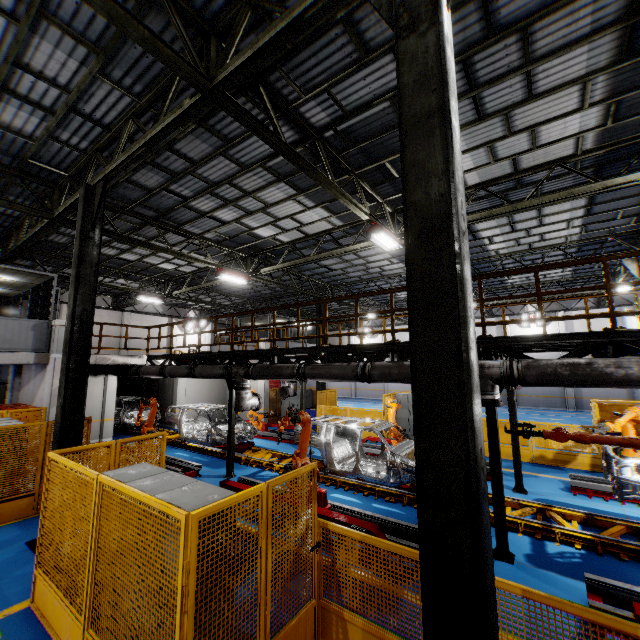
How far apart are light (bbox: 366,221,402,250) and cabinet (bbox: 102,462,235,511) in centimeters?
814cm

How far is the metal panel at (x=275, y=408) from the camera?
20.4m

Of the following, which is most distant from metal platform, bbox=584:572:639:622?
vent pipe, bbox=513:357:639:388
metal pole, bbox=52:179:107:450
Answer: metal pole, bbox=52:179:107:450

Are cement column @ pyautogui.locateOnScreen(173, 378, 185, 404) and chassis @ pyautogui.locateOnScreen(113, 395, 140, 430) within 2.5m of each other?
yes

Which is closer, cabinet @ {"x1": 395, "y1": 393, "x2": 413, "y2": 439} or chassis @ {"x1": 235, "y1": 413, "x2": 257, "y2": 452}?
chassis @ {"x1": 235, "y1": 413, "x2": 257, "y2": 452}

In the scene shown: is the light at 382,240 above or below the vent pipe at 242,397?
above

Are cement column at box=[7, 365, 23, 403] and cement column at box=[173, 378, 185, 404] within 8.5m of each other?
yes

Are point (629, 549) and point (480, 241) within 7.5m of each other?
no
